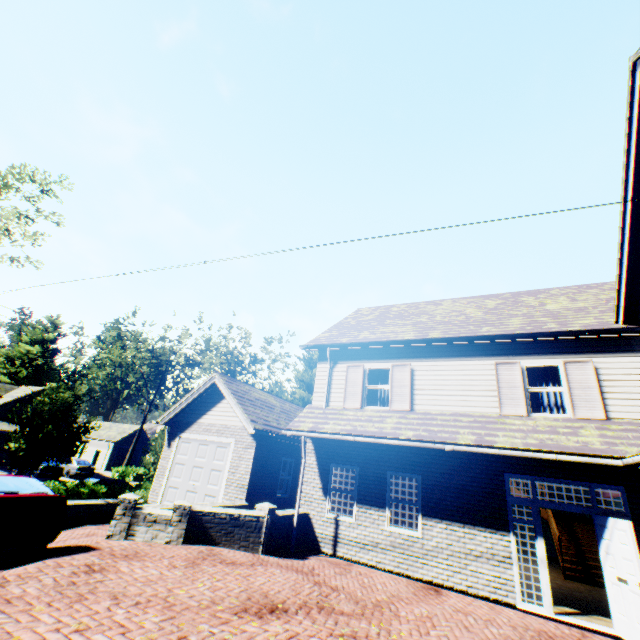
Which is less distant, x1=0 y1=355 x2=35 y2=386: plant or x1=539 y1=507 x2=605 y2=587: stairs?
x1=539 y1=507 x2=605 y2=587: stairs

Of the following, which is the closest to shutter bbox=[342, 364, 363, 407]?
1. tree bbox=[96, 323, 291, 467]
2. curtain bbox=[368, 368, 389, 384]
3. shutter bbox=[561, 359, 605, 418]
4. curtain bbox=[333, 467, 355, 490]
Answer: curtain bbox=[368, 368, 389, 384]

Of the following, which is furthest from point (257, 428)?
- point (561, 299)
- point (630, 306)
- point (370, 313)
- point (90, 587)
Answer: point (561, 299)

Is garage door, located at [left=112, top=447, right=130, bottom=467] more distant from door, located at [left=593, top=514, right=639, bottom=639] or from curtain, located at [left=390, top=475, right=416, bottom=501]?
door, located at [left=593, top=514, right=639, bottom=639]

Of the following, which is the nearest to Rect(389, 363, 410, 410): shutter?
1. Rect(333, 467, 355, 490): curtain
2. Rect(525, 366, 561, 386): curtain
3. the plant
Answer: Rect(333, 467, 355, 490): curtain

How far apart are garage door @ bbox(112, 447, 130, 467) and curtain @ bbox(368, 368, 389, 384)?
42.34m

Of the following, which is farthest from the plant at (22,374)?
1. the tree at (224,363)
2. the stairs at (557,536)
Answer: the stairs at (557,536)

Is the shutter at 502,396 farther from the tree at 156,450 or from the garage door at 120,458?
the garage door at 120,458
